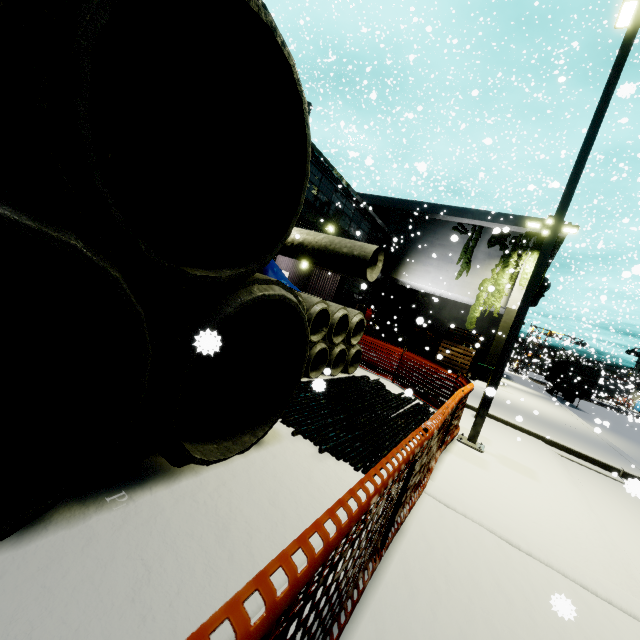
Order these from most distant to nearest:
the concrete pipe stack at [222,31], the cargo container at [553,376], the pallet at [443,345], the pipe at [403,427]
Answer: the cargo container at [553,376], the pallet at [443,345], the pipe at [403,427], the concrete pipe stack at [222,31]

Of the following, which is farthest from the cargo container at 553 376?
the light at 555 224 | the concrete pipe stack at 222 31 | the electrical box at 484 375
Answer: the light at 555 224

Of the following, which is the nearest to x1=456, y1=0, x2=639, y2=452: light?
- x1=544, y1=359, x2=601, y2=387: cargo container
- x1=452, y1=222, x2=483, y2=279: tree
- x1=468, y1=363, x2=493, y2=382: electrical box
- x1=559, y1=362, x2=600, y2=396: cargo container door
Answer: x1=452, y1=222, x2=483, y2=279: tree

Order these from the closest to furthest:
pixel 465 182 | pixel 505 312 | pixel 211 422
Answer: pixel 211 422 → pixel 505 312 → pixel 465 182

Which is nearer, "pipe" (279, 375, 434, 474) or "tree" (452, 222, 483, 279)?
"pipe" (279, 375, 434, 474)

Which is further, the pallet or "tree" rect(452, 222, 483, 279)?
"tree" rect(452, 222, 483, 279)

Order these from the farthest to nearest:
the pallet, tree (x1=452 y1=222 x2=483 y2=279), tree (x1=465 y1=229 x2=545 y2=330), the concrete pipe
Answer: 1. tree (x1=452 y1=222 x2=483 y2=279)
2. tree (x1=465 y1=229 x2=545 y2=330)
3. the pallet
4. the concrete pipe

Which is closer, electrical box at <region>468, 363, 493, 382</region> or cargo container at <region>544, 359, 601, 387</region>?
electrical box at <region>468, 363, 493, 382</region>
